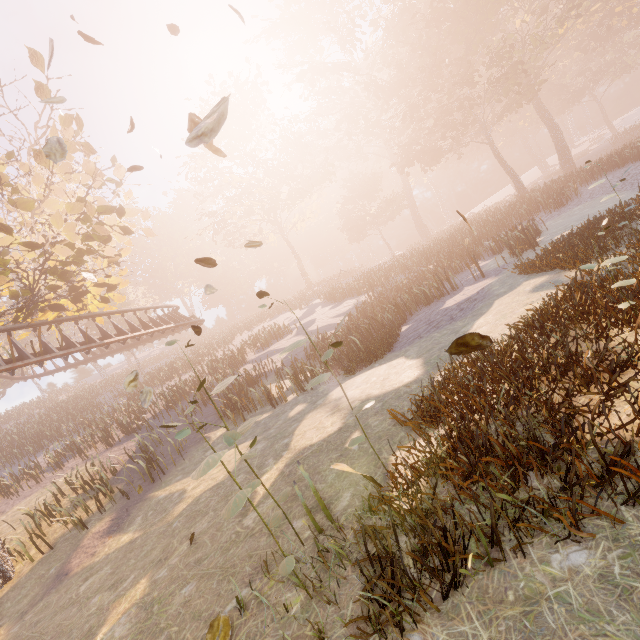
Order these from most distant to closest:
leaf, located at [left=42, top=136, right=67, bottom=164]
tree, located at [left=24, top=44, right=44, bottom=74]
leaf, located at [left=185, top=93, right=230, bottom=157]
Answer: tree, located at [left=24, top=44, right=44, bottom=74]
leaf, located at [left=42, top=136, right=67, bottom=164]
leaf, located at [left=185, top=93, right=230, bottom=157]

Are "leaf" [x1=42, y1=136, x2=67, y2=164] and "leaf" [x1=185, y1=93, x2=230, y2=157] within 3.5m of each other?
yes

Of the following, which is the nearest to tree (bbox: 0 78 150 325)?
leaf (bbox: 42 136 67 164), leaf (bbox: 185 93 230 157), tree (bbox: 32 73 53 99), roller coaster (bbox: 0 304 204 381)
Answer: roller coaster (bbox: 0 304 204 381)

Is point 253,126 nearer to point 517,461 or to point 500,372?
point 500,372

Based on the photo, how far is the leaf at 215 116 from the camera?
1.0m

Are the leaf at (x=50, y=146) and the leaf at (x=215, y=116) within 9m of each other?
yes

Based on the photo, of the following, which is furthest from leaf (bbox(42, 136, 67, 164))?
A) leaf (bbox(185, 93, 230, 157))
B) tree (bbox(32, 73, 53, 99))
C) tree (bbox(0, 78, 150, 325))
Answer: tree (bbox(32, 73, 53, 99))

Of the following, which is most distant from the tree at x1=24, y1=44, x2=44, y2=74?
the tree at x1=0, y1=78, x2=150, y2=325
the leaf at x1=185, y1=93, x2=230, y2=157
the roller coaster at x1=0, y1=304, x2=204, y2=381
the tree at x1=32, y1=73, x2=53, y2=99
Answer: the leaf at x1=185, y1=93, x2=230, y2=157
